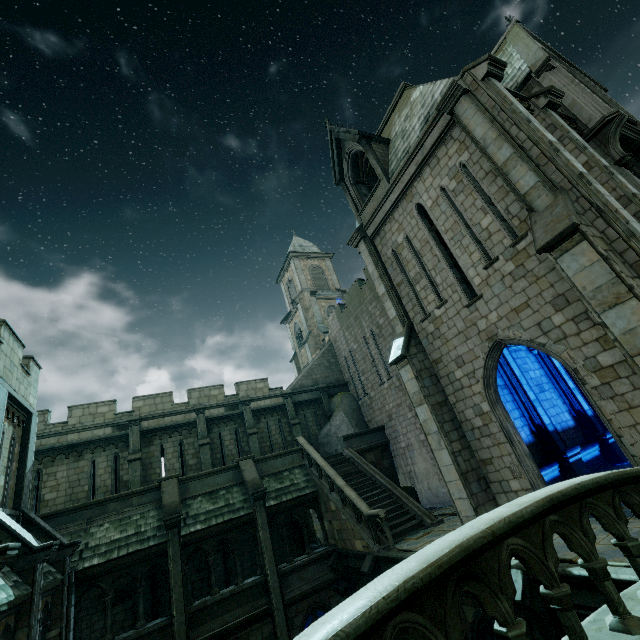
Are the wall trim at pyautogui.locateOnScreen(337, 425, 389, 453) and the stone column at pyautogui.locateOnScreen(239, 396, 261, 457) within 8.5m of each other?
yes

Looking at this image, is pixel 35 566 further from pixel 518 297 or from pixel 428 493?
pixel 428 493

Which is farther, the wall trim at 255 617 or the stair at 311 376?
the stair at 311 376

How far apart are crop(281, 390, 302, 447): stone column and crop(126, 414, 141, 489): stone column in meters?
8.4 m

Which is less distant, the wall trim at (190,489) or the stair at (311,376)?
the wall trim at (190,489)

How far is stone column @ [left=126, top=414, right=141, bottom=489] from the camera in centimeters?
1641cm

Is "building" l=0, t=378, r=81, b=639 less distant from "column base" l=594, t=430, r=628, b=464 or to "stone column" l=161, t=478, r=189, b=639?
"column base" l=594, t=430, r=628, b=464

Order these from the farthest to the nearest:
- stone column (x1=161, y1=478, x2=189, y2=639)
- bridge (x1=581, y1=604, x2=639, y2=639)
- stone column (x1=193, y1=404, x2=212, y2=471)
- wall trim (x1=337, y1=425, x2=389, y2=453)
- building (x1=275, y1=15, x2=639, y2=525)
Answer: wall trim (x1=337, y1=425, x2=389, y2=453)
stone column (x1=193, y1=404, x2=212, y2=471)
stone column (x1=161, y1=478, x2=189, y2=639)
building (x1=275, y1=15, x2=639, y2=525)
bridge (x1=581, y1=604, x2=639, y2=639)
